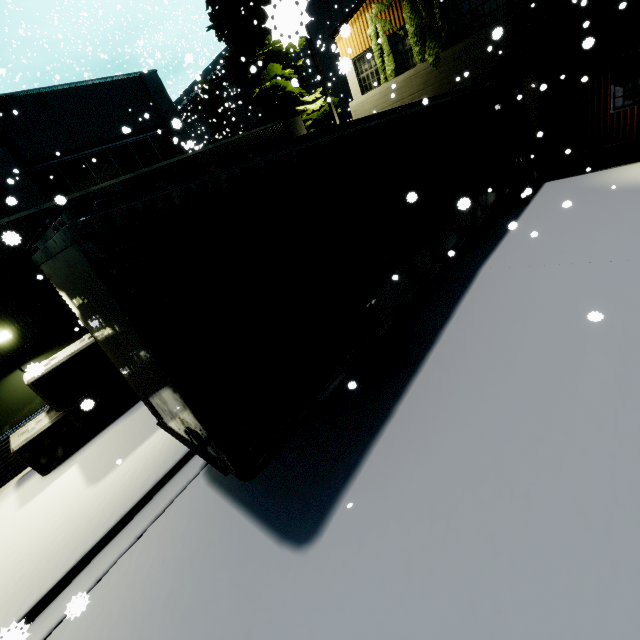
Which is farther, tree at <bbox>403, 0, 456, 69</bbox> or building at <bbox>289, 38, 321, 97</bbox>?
building at <bbox>289, 38, 321, 97</bbox>

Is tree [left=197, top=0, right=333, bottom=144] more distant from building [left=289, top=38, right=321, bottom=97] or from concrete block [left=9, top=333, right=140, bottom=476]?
concrete block [left=9, top=333, right=140, bottom=476]

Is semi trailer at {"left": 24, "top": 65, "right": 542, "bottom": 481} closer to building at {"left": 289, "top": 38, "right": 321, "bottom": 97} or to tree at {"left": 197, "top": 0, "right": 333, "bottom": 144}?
building at {"left": 289, "top": 38, "right": 321, "bottom": 97}

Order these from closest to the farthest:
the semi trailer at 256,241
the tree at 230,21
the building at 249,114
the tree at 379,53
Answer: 1. the semi trailer at 256,241
2. the tree at 379,53
3. the tree at 230,21
4. the building at 249,114

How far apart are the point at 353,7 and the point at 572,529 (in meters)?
17.96

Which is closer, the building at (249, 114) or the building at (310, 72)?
the building at (310, 72)

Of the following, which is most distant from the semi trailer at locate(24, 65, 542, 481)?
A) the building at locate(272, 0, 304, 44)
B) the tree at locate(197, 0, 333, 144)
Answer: the tree at locate(197, 0, 333, 144)
